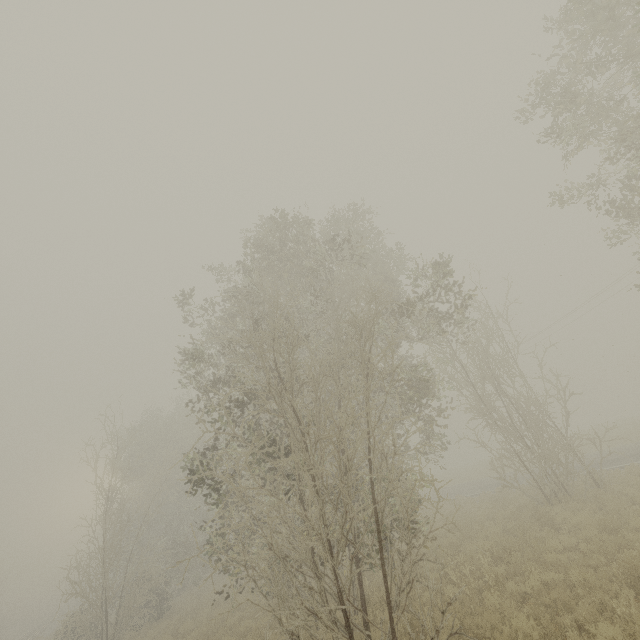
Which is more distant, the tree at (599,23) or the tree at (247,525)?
the tree at (599,23)

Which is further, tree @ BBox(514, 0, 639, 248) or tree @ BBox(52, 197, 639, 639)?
tree @ BBox(514, 0, 639, 248)

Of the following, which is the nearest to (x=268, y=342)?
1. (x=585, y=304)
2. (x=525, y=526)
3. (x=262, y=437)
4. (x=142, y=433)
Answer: (x=262, y=437)
